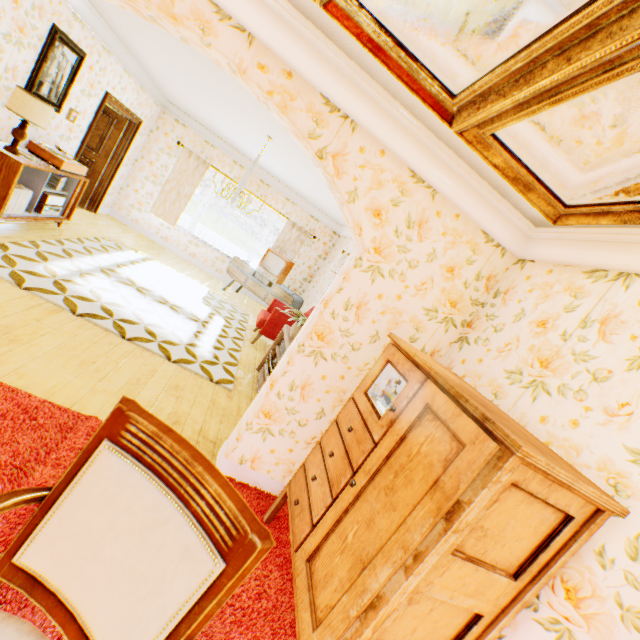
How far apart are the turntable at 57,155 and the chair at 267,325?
3.78m

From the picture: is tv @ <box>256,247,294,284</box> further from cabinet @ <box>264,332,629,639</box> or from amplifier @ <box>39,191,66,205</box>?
cabinet @ <box>264,332,629,639</box>

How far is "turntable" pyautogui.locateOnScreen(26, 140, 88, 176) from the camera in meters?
4.7

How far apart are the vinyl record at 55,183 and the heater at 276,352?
4.3m

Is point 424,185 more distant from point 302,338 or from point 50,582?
point 50,582

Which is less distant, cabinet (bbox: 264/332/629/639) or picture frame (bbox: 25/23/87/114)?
cabinet (bbox: 264/332/629/639)

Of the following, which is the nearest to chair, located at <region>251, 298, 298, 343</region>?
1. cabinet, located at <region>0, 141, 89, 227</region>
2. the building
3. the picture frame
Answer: the building

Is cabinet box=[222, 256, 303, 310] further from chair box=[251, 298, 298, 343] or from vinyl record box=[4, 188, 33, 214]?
vinyl record box=[4, 188, 33, 214]
